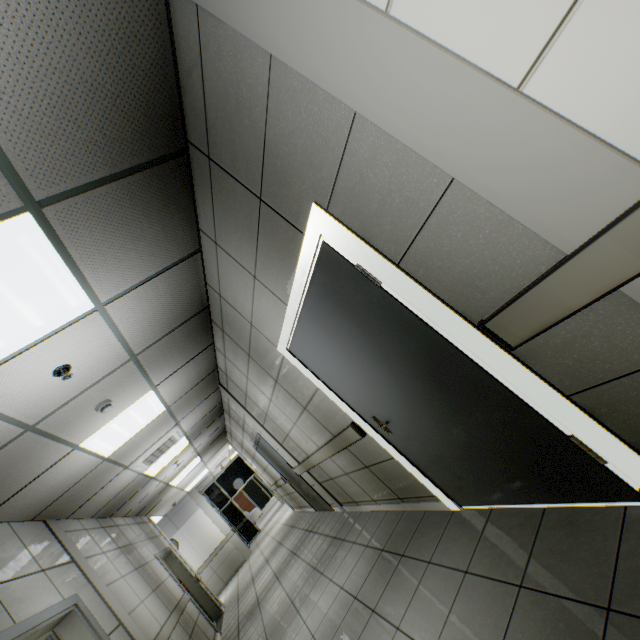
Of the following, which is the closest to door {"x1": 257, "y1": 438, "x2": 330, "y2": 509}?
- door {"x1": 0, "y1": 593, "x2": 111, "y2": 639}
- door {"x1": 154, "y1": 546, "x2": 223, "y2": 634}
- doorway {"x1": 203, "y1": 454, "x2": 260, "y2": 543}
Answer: door {"x1": 154, "y1": 546, "x2": 223, "y2": 634}

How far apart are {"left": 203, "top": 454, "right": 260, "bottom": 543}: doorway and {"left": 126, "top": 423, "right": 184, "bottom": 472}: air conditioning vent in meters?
10.9 m

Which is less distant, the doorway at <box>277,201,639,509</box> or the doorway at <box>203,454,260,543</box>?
the doorway at <box>277,201,639,509</box>

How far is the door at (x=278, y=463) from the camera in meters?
6.8 m

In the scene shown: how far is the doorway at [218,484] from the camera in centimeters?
1514cm

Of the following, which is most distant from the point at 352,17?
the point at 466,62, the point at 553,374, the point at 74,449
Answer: the point at 74,449

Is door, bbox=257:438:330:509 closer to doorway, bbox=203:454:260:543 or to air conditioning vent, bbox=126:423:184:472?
air conditioning vent, bbox=126:423:184:472

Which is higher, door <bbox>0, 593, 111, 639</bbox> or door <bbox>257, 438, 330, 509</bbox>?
door <bbox>0, 593, 111, 639</bbox>
